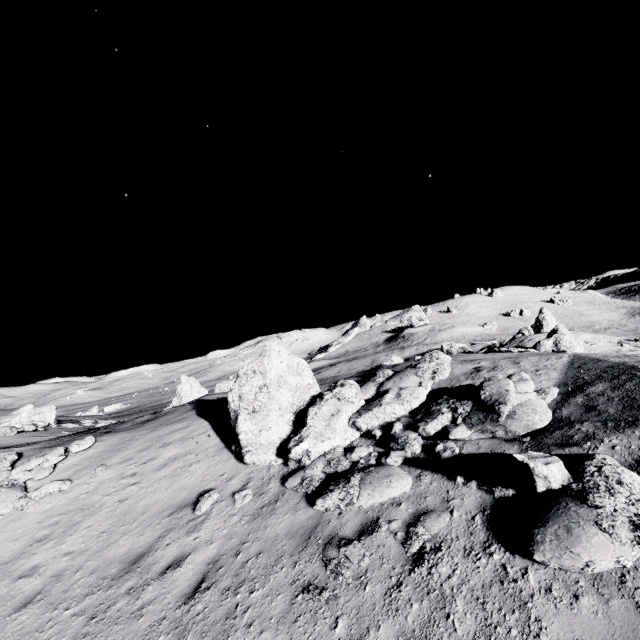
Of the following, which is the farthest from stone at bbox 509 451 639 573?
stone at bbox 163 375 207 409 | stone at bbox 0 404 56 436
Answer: stone at bbox 0 404 56 436

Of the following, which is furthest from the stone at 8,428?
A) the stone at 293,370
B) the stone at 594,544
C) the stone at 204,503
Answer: the stone at 594,544

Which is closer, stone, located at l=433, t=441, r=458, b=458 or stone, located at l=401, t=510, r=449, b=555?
stone, located at l=401, t=510, r=449, b=555

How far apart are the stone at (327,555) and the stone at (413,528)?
0.59m

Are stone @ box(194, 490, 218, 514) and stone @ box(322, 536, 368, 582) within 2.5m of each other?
no

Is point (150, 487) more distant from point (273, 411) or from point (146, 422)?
point (146, 422)

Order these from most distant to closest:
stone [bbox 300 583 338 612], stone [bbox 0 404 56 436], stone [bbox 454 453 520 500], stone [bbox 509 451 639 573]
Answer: stone [bbox 0 404 56 436] < stone [bbox 454 453 520 500] < stone [bbox 300 583 338 612] < stone [bbox 509 451 639 573]

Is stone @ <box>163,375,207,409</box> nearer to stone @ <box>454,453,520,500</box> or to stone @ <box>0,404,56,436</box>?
stone @ <box>0,404,56,436</box>
